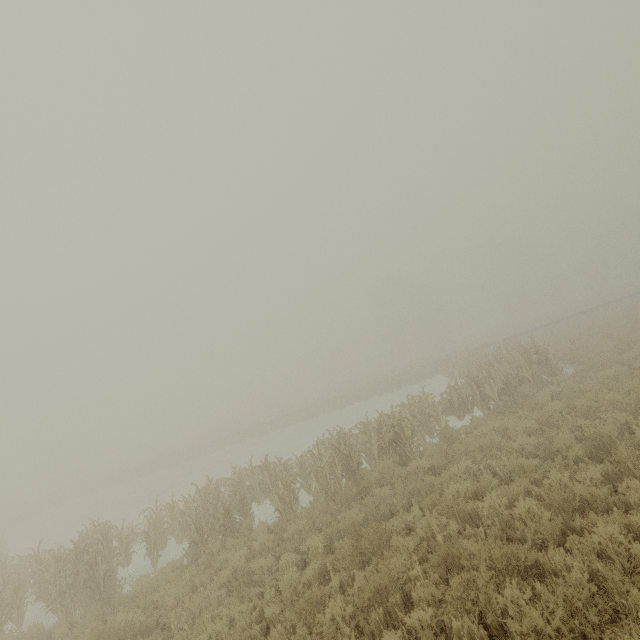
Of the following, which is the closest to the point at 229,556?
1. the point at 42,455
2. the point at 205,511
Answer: the point at 205,511
